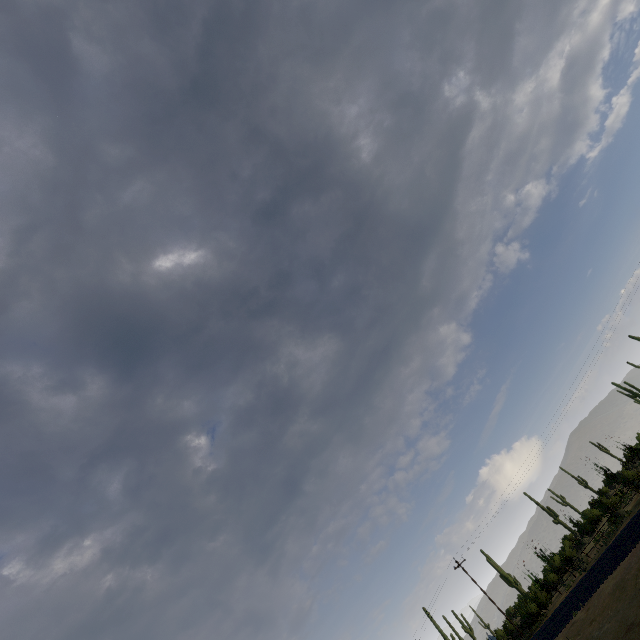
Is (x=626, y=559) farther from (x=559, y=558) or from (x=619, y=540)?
(x=559, y=558)
